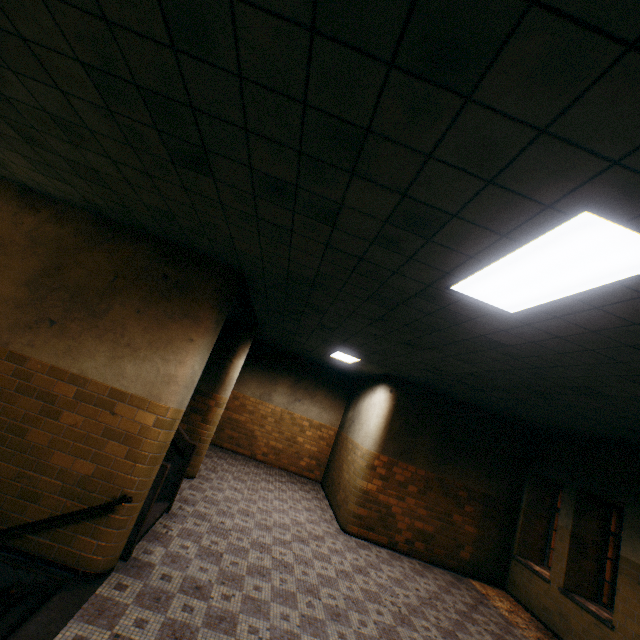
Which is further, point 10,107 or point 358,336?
point 358,336

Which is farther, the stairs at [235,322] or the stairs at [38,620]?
the stairs at [235,322]

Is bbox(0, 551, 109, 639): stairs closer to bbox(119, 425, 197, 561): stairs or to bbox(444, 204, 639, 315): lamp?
bbox(119, 425, 197, 561): stairs

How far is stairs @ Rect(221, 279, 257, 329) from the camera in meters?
5.7

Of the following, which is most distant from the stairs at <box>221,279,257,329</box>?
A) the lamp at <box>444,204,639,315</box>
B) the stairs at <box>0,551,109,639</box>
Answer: the lamp at <box>444,204,639,315</box>

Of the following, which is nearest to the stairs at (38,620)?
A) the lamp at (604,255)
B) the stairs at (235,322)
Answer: the stairs at (235,322)

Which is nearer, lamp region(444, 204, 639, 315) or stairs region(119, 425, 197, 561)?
lamp region(444, 204, 639, 315)
